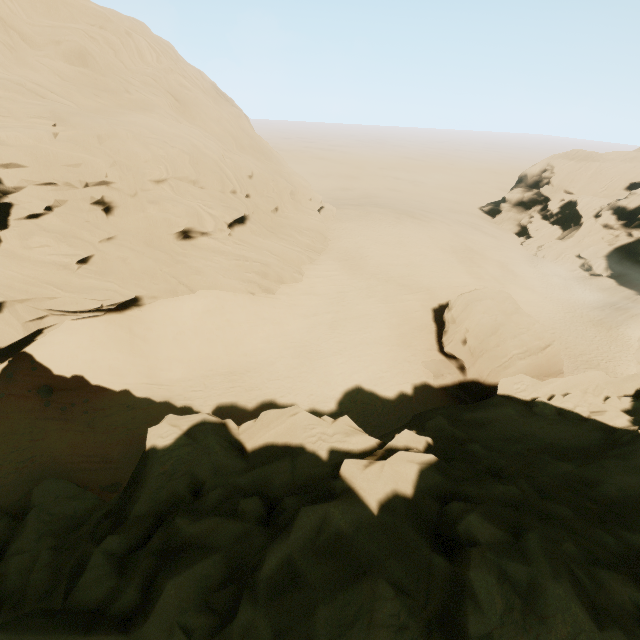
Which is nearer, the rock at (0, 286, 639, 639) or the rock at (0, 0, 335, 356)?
the rock at (0, 286, 639, 639)

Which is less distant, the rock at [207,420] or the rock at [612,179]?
the rock at [207,420]

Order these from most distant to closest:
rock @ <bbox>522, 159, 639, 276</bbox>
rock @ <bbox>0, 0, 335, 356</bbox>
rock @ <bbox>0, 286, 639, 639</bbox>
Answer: rock @ <bbox>522, 159, 639, 276</bbox>
rock @ <bbox>0, 0, 335, 356</bbox>
rock @ <bbox>0, 286, 639, 639</bbox>

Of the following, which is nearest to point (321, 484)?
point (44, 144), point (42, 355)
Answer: point (42, 355)

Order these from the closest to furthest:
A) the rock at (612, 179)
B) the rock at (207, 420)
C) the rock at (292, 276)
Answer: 1. the rock at (207, 420)
2. the rock at (292, 276)
3. the rock at (612, 179)
